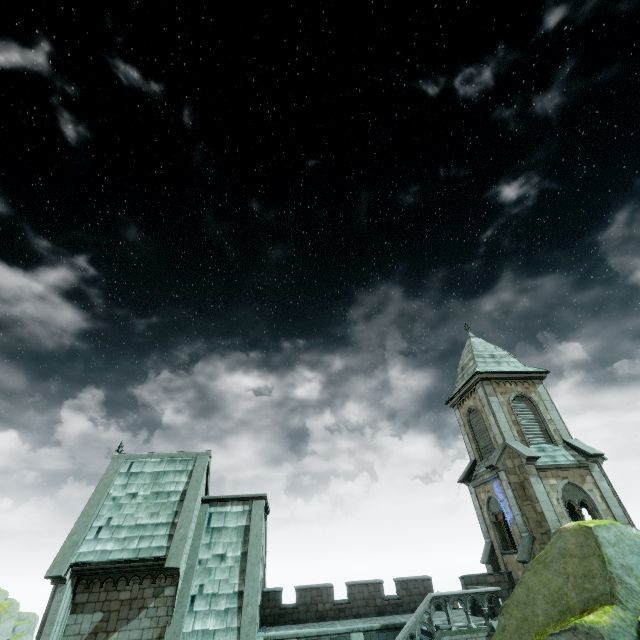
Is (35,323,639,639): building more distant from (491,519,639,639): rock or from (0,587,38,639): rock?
(0,587,38,639): rock

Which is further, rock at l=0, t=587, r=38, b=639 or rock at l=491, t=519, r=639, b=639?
rock at l=0, t=587, r=38, b=639

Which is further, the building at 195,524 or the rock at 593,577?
the building at 195,524

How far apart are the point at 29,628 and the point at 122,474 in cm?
7011

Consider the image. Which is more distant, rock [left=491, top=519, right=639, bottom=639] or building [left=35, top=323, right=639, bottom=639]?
building [left=35, top=323, right=639, bottom=639]

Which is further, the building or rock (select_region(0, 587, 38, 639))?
rock (select_region(0, 587, 38, 639))

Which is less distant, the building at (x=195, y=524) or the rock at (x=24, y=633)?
the building at (x=195, y=524)

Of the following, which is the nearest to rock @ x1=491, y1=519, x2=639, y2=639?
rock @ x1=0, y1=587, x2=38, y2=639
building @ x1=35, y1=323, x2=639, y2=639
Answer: building @ x1=35, y1=323, x2=639, y2=639
